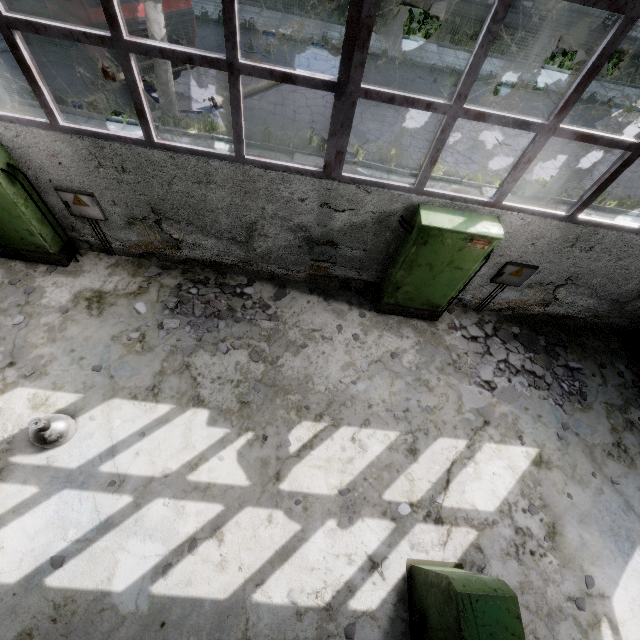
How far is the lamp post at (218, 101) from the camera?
10.3m

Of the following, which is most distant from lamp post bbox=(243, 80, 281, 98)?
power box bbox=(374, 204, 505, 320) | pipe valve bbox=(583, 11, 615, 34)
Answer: pipe valve bbox=(583, 11, 615, 34)

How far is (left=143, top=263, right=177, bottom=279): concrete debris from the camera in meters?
6.7

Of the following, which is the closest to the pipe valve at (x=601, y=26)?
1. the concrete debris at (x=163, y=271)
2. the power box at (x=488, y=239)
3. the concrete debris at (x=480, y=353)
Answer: the concrete debris at (x=480, y=353)

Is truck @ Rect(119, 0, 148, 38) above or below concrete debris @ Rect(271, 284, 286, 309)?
above

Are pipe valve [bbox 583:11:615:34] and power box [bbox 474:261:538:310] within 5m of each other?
no

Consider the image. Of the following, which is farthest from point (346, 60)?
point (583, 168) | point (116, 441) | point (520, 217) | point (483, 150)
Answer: point (583, 168)

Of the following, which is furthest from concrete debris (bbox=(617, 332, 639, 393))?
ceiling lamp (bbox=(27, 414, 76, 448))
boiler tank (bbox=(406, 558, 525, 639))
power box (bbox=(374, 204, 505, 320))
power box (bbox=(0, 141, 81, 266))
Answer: power box (bbox=(0, 141, 81, 266))
